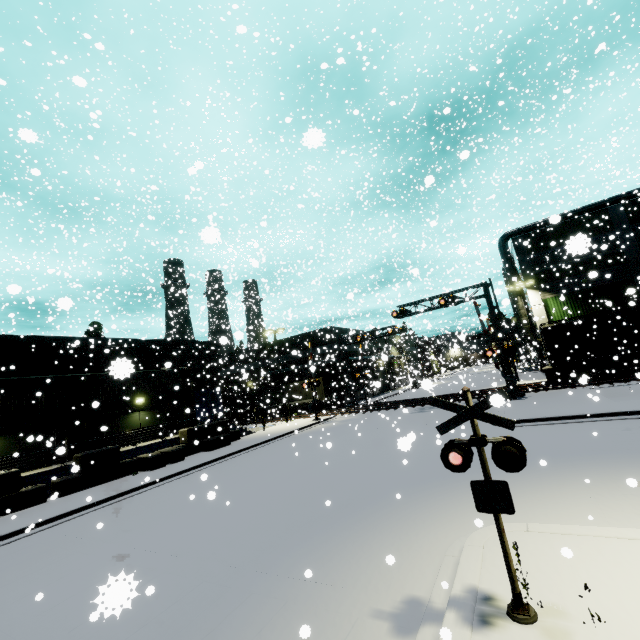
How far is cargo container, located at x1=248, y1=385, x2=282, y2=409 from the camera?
42.28m

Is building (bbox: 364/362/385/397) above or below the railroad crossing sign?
above

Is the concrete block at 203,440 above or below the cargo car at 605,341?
below

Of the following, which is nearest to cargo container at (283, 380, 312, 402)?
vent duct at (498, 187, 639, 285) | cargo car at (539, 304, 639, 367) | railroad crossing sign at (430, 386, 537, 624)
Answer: cargo car at (539, 304, 639, 367)

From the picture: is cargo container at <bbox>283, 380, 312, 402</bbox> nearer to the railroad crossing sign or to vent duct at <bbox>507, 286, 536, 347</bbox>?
vent duct at <bbox>507, 286, 536, 347</bbox>

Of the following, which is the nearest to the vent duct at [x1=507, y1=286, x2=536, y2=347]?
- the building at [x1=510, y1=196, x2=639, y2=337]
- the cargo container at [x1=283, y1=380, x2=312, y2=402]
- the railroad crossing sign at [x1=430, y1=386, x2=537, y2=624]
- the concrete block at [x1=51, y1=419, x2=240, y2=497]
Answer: the building at [x1=510, y1=196, x2=639, y2=337]

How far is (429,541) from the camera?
6.8m

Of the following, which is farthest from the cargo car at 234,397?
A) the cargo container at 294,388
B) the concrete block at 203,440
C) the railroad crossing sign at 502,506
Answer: the railroad crossing sign at 502,506
